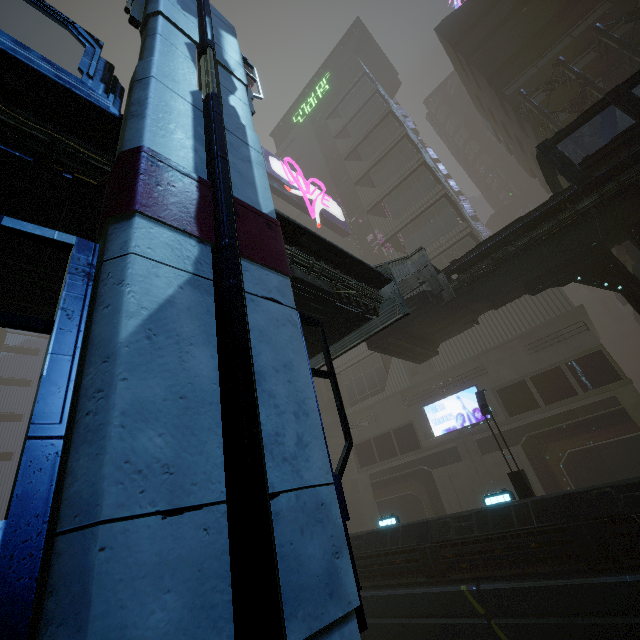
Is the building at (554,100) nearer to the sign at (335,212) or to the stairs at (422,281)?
the sign at (335,212)

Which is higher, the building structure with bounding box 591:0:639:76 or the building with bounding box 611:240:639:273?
the building structure with bounding box 591:0:639:76

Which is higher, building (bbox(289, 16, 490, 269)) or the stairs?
building (bbox(289, 16, 490, 269))

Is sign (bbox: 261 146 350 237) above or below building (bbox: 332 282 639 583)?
above

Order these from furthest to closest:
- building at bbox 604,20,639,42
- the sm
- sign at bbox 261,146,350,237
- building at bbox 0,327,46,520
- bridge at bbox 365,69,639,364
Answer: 1. building at bbox 0,327,46,520
2. sign at bbox 261,146,350,237
3. building at bbox 604,20,639,42
4. bridge at bbox 365,69,639,364
5. the sm

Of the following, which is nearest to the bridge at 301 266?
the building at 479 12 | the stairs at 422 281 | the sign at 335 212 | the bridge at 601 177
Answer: the stairs at 422 281

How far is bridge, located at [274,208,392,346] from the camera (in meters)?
7.56

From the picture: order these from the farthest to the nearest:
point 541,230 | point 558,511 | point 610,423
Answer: point 610,423
point 541,230
point 558,511
